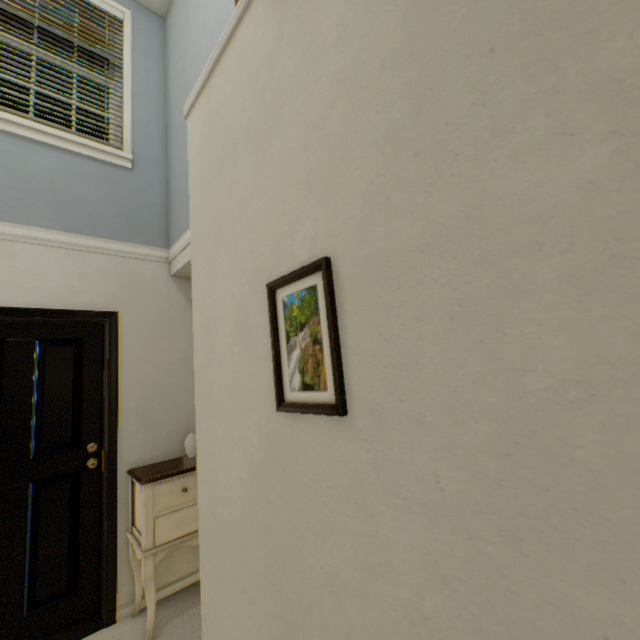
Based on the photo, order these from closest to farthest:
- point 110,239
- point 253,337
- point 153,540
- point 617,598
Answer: point 617,598
point 253,337
point 153,540
point 110,239

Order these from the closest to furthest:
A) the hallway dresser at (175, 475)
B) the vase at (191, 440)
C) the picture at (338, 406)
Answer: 1. the picture at (338, 406)
2. the hallway dresser at (175, 475)
3. the vase at (191, 440)

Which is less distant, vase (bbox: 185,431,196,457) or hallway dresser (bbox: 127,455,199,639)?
hallway dresser (bbox: 127,455,199,639)

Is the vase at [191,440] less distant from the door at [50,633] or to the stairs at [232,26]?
the door at [50,633]

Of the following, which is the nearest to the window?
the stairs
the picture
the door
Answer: the stairs

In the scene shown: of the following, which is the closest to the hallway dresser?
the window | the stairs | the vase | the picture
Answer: the vase

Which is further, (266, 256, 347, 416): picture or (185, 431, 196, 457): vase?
(185, 431, 196, 457): vase

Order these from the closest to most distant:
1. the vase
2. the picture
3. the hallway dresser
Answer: the picture, the hallway dresser, the vase
